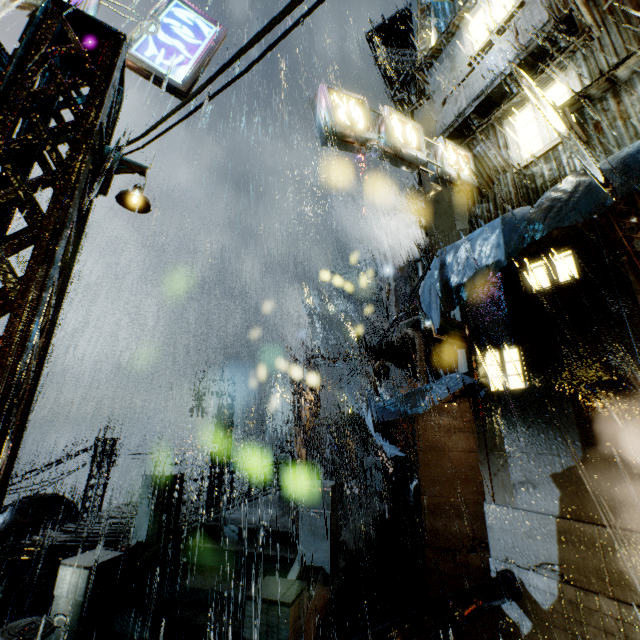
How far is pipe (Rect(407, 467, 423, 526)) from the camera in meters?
16.8

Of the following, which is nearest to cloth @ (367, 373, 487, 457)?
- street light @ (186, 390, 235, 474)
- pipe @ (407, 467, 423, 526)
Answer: pipe @ (407, 467, 423, 526)

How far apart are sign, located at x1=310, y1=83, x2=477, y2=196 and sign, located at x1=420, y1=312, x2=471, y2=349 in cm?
453

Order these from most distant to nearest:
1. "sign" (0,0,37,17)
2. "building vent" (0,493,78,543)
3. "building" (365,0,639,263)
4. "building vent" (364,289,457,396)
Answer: "building vent" (0,493,78,543) < "building vent" (364,289,457,396) < "building" (365,0,639,263) < "sign" (0,0,37,17)

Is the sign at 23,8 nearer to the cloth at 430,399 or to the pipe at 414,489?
the cloth at 430,399

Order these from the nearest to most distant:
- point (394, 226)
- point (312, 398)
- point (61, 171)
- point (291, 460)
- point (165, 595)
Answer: point (61, 171)
point (165, 595)
point (291, 460)
point (394, 226)
point (312, 398)

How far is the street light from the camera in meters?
19.8

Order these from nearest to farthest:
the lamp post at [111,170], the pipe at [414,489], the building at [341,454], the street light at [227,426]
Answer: the lamp post at [111,170] < the pipe at [414,489] < the street light at [227,426] < the building at [341,454]
